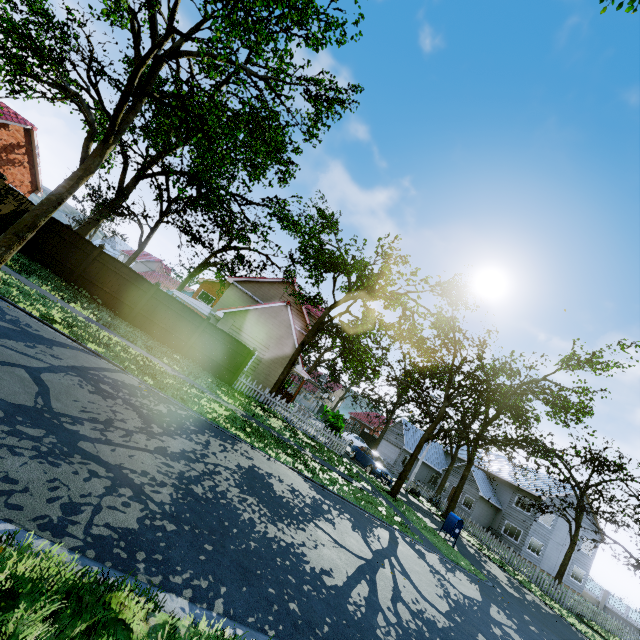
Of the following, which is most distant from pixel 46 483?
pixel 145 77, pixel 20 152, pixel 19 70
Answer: pixel 20 152

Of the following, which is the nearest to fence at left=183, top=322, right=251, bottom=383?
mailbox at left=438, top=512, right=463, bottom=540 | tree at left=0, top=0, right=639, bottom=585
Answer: tree at left=0, top=0, right=639, bottom=585

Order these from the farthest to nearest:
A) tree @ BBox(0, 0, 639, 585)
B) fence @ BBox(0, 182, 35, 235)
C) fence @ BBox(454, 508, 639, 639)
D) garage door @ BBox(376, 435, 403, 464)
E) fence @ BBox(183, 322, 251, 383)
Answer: garage door @ BBox(376, 435, 403, 464) → fence @ BBox(454, 508, 639, 639) → fence @ BBox(183, 322, 251, 383) → fence @ BBox(0, 182, 35, 235) → tree @ BBox(0, 0, 639, 585)

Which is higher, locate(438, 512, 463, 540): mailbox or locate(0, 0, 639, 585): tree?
locate(0, 0, 639, 585): tree

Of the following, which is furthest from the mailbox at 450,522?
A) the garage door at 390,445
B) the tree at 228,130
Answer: the garage door at 390,445

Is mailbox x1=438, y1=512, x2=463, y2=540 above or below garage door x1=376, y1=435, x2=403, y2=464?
below

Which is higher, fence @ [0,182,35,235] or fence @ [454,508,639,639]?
fence @ [0,182,35,235]

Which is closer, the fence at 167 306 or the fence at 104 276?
the fence at 104 276
